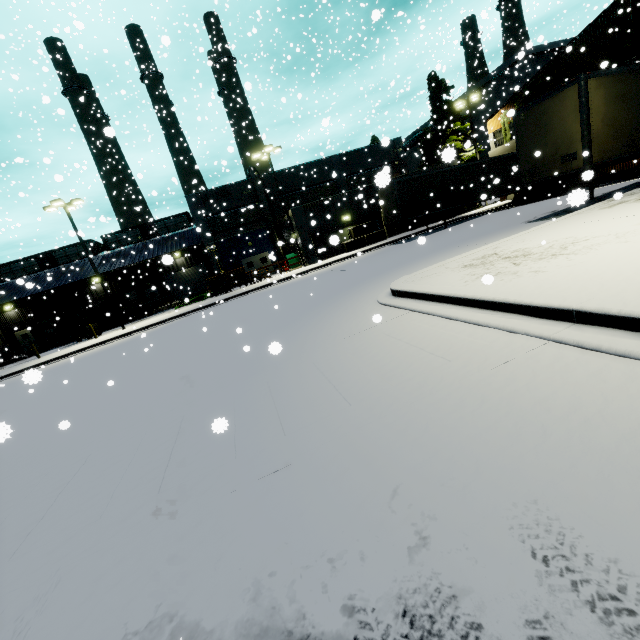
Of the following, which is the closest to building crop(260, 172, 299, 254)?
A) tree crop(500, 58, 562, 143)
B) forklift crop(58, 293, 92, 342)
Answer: tree crop(500, 58, 562, 143)

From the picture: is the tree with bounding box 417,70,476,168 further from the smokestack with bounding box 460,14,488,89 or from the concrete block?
the concrete block

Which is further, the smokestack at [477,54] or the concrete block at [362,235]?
the smokestack at [477,54]

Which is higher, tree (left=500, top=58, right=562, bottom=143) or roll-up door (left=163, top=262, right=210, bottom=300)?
tree (left=500, top=58, right=562, bottom=143)

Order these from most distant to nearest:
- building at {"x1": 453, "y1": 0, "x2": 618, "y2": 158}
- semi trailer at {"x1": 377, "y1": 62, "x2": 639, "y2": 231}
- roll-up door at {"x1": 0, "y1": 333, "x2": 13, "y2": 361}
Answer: roll-up door at {"x1": 0, "y1": 333, "x2": 13, "y2": 361} < building at {"x1": 453, "y1": 0, "x2": 618, "y2": 158} < semi trailer at {"x1": 377, "y1": 62, "x2": 639, "y2": 231}

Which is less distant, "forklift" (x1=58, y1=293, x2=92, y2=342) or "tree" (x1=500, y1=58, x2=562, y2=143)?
"tree" (x1=500, y1=58, x2=562, y2=143)

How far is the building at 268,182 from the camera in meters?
31.2 m

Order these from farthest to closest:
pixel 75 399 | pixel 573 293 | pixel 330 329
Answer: pixel 75 399 < pixel 330 329 < pixel 573 293
